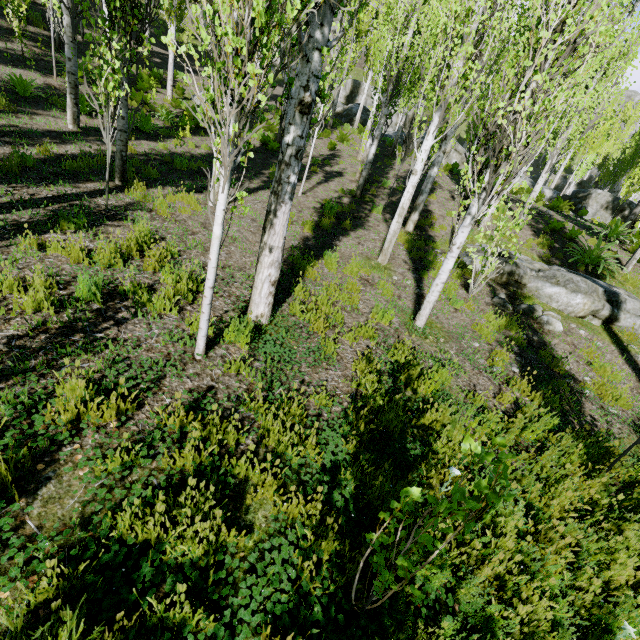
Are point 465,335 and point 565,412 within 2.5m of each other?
yes

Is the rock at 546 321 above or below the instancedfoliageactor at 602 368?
above

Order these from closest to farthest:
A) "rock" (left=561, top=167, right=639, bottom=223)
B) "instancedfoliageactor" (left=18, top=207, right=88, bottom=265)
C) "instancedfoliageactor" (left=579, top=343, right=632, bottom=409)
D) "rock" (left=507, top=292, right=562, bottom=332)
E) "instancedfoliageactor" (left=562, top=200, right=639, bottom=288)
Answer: "instancedfoliageactor" (left=18, top=207, right=88, bottom=265)
"instancedfoliageactor" (left=579, top=343, right=632, bottom=409)
"rock" (left=507, top=292, right=562, bottom=332)
"instancedfoliageactor" (left=562, top=200, right=639, bottom=288)
"rock" (left=561, top=167, right=639, bottom=223)

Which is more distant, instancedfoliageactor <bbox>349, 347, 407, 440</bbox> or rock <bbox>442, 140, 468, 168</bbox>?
rock <bbox>442, 140, 468, 168</bbox>

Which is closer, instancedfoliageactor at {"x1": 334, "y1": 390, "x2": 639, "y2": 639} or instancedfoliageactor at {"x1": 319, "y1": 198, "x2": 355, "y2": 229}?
instancedfoliageactor at {"x1": 334, "y1": 390, "x2": 639, "y2": 639}

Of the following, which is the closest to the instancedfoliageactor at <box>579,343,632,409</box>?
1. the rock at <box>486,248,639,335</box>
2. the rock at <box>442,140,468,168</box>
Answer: the rock at <box>442,140,468,168</box>

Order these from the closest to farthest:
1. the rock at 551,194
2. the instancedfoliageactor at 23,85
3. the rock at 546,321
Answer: the rock at 546,321 → the instancedfoliageactor at 23,85 → the rock at 551,194

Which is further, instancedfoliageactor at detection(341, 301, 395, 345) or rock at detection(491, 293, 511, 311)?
rock at detection(491, 293, 511, 311)
